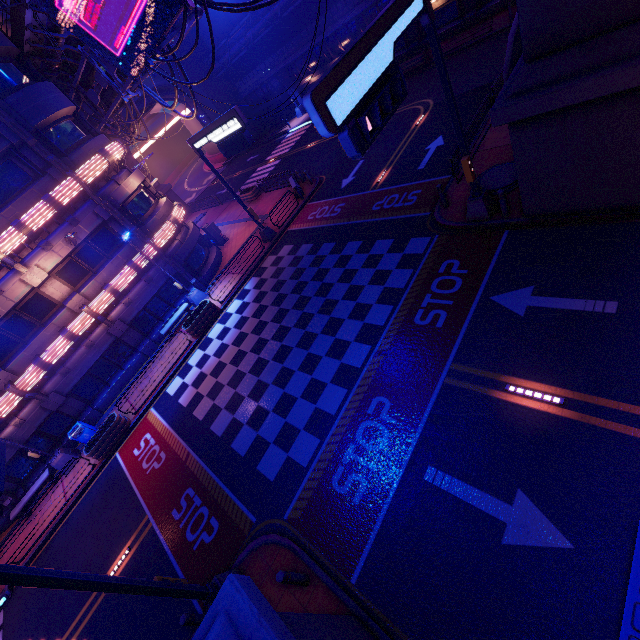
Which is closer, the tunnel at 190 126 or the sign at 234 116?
the sign at 234 116

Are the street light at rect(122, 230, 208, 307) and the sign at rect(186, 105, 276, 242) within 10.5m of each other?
yes

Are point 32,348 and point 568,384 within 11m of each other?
no

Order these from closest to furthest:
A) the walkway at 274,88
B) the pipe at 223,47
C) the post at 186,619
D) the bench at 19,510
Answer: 1. the post at 186,619
2. the bench at 19,510
3. the pipe at 223,47
4. the walkway at 274,88

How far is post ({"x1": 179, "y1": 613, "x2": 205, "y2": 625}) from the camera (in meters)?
7.72

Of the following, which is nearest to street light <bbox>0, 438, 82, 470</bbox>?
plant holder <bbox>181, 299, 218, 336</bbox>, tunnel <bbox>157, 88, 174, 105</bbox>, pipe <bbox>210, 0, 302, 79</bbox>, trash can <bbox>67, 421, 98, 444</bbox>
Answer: trash can <bbox>67, 421, 98, 444</bbox>

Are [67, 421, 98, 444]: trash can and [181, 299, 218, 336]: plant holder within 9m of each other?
yes

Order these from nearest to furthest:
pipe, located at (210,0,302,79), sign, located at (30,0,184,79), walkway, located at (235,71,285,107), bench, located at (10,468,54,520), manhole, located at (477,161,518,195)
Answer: manhole, located at (477,161,518,195)
sign, located at (30,0,184,79)
bench, located at (10,468,54,520)
pipe, located at (210,0,302,79)
walkway, located at (235,71,285,107)
